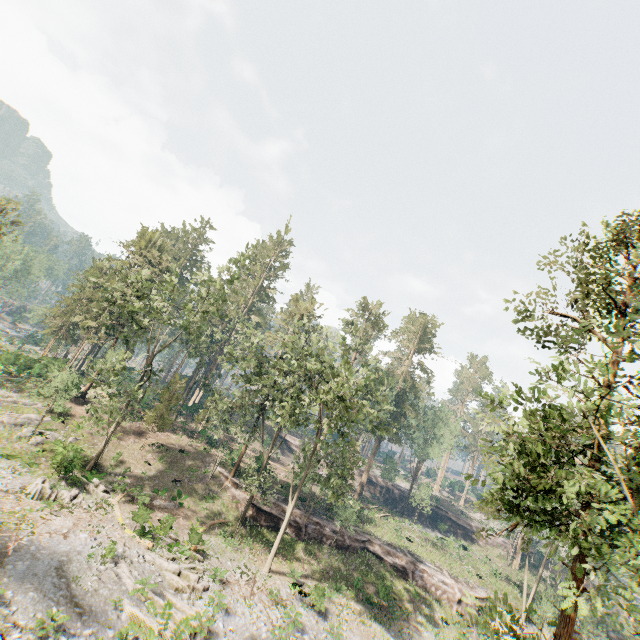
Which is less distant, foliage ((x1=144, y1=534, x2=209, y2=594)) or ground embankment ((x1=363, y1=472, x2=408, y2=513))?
foliage ((x1=144, y1=534, x2=209, y2=594))

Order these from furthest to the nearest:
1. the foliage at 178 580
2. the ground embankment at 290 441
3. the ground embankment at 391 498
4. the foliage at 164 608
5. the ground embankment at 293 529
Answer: the ground embankment at 290 441 → the ground embankment at 391 498 → the ground embankment at 293 529 → the foliage at 178 580 → the foliage at 164 608

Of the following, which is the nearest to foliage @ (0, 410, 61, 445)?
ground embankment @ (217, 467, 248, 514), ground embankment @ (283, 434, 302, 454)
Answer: ground embankment @ (217, 467, 248, 514)

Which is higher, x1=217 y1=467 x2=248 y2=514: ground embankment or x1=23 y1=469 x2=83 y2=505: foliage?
x1=217 y1=467 x2=248 y2=514: ground embankment

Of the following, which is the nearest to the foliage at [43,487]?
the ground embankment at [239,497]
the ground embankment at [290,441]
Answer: the ground embankment at [239,497]

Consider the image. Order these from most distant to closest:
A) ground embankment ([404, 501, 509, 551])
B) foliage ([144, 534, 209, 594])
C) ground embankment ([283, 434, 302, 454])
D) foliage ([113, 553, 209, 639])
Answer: ground embankment ([283, 434, 302, 454]) → ground embankment ([404, 501, 509, 551]) → foliage ([144, 534, 209, 594]) → foliage ([113, 553, 209, 639])

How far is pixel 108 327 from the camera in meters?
28.2

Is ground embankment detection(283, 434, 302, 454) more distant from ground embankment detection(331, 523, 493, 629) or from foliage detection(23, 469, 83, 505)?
ground embankment detection(331, 523, 493, 629)
